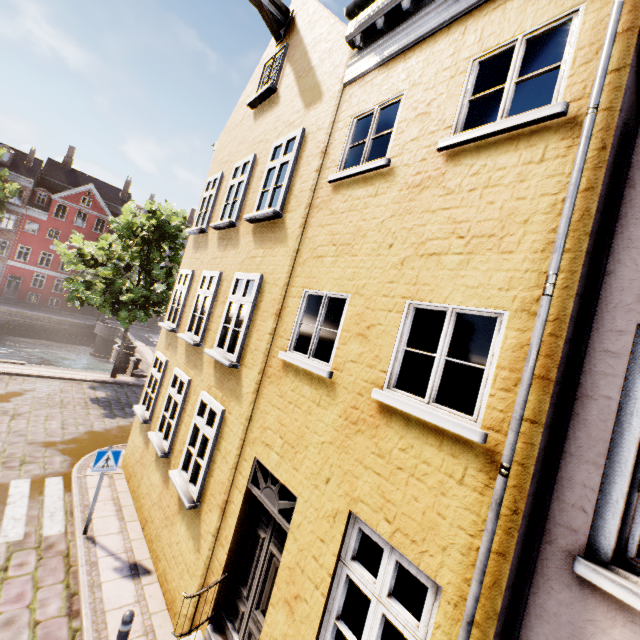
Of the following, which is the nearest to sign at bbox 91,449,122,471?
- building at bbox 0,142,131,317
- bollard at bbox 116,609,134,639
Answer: bollard at bbox 116,609,134,639

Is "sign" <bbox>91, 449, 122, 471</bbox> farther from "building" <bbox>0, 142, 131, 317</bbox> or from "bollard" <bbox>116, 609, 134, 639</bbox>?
"building" <bbox>0, 142, 131, 317</bbox>

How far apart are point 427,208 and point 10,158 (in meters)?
50.83

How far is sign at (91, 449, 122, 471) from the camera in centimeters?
699cm

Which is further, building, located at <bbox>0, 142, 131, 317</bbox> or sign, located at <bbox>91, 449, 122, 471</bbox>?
building, located at <bbox>0, 142, 131, 317</bbox>

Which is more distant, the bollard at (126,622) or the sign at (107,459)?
the sign at (107,459)

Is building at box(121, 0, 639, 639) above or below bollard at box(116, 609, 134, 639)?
above

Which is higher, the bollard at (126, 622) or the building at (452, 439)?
the building at (452, 439)
